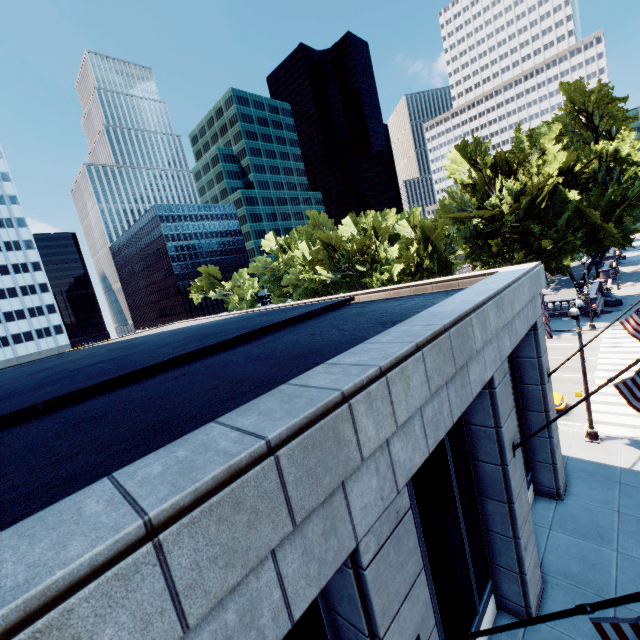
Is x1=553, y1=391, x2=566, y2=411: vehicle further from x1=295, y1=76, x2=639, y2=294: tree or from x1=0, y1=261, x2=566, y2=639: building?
x1=295, y1=76, x2=639, y2=294: tree

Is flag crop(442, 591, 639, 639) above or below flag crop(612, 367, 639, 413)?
above

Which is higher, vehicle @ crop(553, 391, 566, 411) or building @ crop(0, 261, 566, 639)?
building @ crop(0, 261, 566, 639)

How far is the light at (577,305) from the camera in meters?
14.8

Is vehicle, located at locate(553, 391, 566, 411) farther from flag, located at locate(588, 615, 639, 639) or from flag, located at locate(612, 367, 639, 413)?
flag, located at locate(588, 615, 639, 639)

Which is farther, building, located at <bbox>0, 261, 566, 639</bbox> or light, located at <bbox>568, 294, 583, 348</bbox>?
light, located at <bbox>568, 294, 583, 348</bbox>

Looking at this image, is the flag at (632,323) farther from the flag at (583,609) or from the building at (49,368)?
the flag at (583,609)

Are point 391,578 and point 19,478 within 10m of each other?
yes
